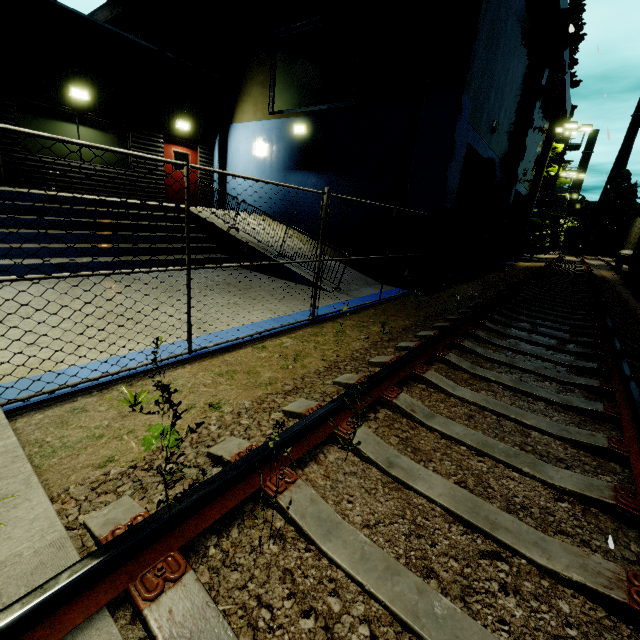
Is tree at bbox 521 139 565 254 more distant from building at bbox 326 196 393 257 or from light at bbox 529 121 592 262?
building at bbox 326 196 393 257

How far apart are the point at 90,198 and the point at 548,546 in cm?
1127

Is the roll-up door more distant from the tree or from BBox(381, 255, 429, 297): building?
the tree

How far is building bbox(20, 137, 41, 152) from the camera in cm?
946

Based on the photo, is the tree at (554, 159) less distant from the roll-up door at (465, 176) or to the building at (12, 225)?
the building at (12, 225)

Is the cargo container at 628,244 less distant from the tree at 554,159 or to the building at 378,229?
the building at 378,229

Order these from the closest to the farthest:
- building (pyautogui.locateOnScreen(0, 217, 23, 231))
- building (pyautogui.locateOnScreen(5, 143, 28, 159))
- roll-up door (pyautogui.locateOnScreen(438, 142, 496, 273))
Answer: building (pyautogui.locateOnScreen(0, 217, 23, 231)) < building (pyautogui.locateOnScreen(5, 143, 28, 159)) < roll-up door (pyautogui.locateOnScreen(438, 142, 496, 273))
